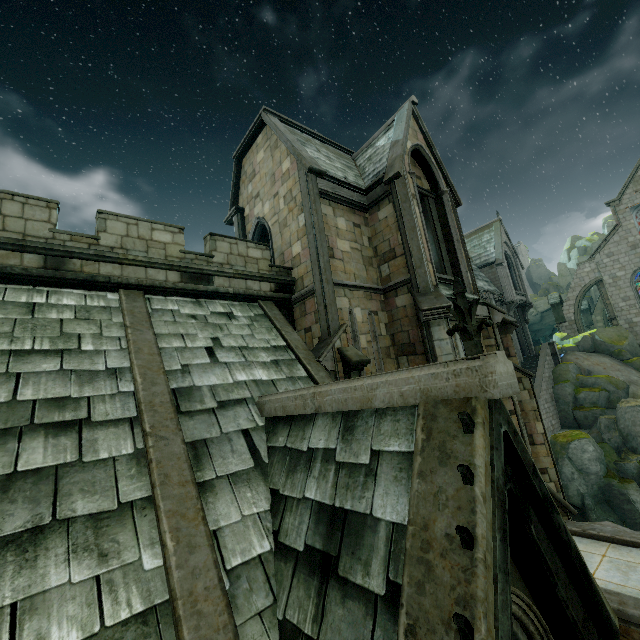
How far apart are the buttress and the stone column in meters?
47.1 m

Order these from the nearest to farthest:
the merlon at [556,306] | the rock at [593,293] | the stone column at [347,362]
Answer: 1. the stone column at [347,362]
2. the merlon at [556,306]
3. the rock at [593,293]

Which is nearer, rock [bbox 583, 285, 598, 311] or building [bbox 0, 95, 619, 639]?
building [bbox 0, 95, 619, 639]

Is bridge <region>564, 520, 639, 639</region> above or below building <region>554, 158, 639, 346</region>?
below

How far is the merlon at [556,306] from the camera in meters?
35.0

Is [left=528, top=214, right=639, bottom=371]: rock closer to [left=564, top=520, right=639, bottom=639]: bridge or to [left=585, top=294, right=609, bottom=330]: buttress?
[left=585, top=294, right=609, bottom=330]: buttress

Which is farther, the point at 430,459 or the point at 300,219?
the point at 300,219
